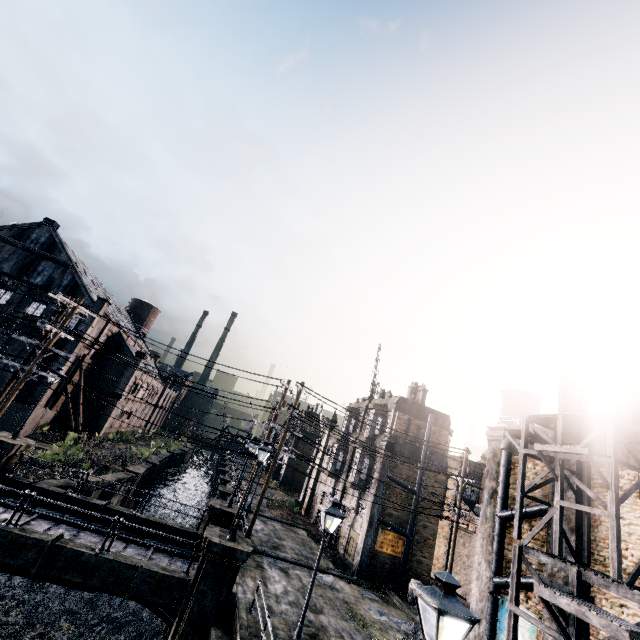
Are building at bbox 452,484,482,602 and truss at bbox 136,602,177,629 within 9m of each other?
no

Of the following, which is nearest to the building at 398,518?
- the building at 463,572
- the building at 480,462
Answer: the building at 463,572

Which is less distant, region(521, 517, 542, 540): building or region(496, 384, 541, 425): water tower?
region(521, 517, 542, 540): building

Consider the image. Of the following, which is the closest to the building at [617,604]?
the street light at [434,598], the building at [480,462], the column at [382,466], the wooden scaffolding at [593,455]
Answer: the wooden scaffolding at [593,455]

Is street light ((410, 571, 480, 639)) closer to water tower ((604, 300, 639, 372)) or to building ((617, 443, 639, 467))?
building ((617, 443, 639, 467))

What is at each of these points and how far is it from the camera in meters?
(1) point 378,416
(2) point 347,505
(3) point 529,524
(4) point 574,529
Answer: (1) building, 30.4 m
(2) building, 29.5 m
(3) building, 16.0 m
(4) chimney, 13.6 m

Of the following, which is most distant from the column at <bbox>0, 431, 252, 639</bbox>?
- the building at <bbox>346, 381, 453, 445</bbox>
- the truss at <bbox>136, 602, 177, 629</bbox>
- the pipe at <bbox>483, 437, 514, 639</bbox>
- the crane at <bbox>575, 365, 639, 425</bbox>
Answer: the crane at <bbox>575, 365, 639, 425</bbox>

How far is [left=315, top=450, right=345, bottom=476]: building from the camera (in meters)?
33.88
